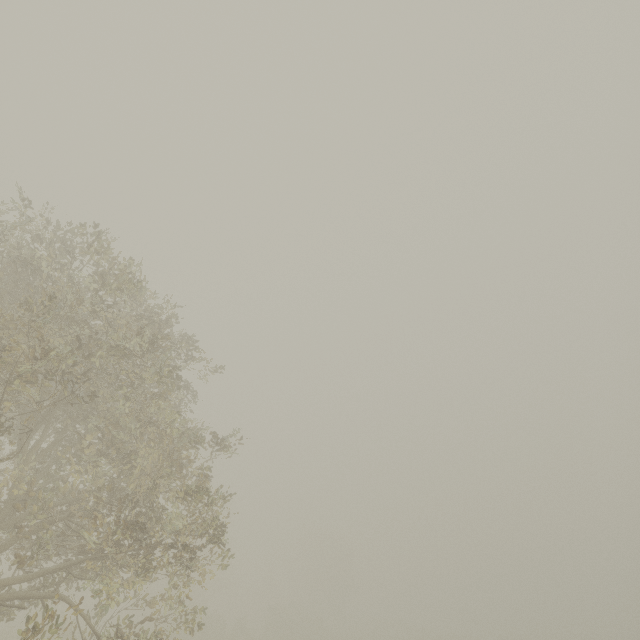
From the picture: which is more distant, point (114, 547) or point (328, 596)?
point (328, 596)
